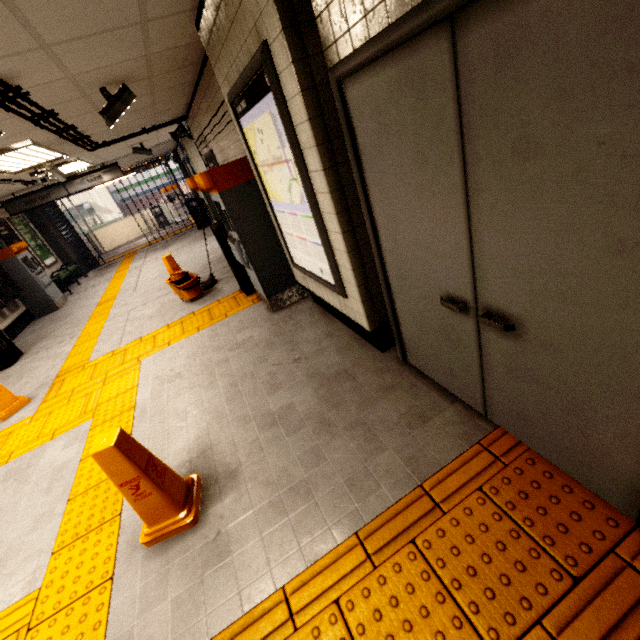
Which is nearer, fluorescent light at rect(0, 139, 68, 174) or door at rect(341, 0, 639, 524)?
door at rect(341, 0, 639, 524)

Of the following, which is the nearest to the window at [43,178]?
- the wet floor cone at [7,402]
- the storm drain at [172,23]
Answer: the storm drain at [172,23]

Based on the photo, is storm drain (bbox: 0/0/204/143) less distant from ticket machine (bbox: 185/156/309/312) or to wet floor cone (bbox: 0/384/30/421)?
ticket machine (bbox: 185/156/309/312)

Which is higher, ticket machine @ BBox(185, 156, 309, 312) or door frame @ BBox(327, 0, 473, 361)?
door frame @ BBox(327, 0, 473, 361)

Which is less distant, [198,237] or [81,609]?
[81,609]

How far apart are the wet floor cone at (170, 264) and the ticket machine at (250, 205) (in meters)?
2.17

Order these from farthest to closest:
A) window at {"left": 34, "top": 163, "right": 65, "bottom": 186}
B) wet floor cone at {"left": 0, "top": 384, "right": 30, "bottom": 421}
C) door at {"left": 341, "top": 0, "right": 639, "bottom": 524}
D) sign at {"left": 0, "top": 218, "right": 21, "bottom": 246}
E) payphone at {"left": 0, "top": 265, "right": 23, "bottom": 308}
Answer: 1. sign at {"left": 0, "top": 218, "right": 21, "bottom": 246}
2. payphone at {"left": 0, "top": 265, "right": 23, "bottom": 308}
3. window at {"left": 34, "top": 163, "right": 65, "bottom": 186}
4. wet floor cone at {"left": 0, "top": 384, "right": 30, "bottom": 421}
5. door at {"left": 341, "top": 0, "right": 639, "bottom": 524}

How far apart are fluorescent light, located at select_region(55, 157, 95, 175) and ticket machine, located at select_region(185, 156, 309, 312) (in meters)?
4.77
